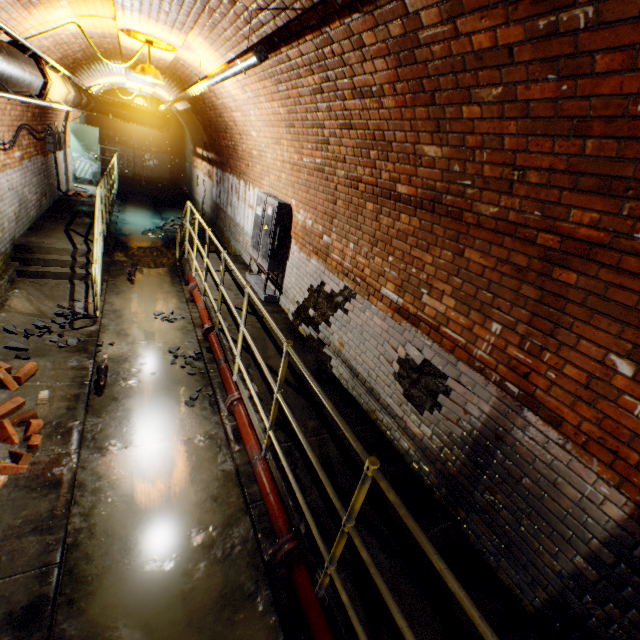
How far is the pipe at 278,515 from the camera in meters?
3.1

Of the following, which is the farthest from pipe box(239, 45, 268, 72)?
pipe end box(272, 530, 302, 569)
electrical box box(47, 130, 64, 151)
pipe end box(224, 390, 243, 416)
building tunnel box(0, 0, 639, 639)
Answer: pipe end box(272, 530, 302, 569)

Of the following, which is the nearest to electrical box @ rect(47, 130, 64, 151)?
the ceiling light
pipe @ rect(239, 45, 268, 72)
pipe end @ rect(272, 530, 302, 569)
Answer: pipe @ rect(239, 45, 268, 72)

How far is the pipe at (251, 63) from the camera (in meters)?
2.78

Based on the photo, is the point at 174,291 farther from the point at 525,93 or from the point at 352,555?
the point at 525,93

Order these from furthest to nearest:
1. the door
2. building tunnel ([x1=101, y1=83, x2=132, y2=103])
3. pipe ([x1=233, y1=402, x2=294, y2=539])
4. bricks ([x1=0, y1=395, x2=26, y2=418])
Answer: building tunnel ([x1=101, y1=83, x2=132, y2=103])
the door
bricks ([x1=0, y1=395, x2=26, y2=418])
pipe ([x1=233, y1=402, x2=294, y2=539])

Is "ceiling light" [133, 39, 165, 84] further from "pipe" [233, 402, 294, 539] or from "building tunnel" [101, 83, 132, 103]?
"pipe" [233, 402, 294, 539]

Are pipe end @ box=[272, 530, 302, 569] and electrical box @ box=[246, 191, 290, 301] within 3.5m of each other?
no
